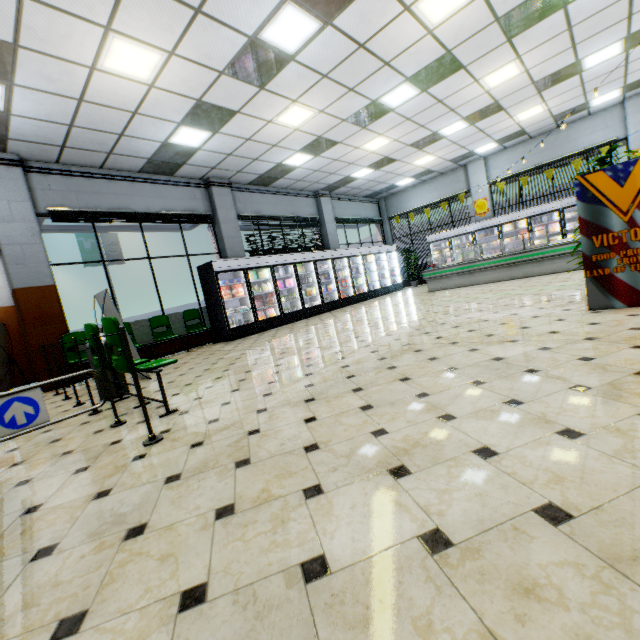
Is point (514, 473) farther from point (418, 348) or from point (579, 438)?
point (418, 348)

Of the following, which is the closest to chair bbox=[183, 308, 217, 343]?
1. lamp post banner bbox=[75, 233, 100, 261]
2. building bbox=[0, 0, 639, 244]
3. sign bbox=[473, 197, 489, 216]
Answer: building bbox=[0, 0, 639, 244]

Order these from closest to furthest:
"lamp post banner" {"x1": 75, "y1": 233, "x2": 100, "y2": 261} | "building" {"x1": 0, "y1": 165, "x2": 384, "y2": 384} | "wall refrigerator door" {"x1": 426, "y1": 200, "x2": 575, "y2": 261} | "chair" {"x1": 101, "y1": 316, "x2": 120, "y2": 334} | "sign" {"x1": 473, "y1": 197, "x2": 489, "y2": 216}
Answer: "chair" {"x1": 101, "y1": 316, "x2": 120, "y2": 334}, "building" {"x1": 0, "y1": 165, "x2": 384, "y2": 384}, "wall refrigerator door" {"x1": 426, "y1": 200, "x2": 575, "y2": 261}, "sign" {"x1": 473, "y1": 197, "x2": 489, "y2": 216}, "lamp post banner" {"x1": 75, "y1": 233, "x2": 100, "y2": 261}

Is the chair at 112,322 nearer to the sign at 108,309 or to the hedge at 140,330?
the sign at 108,309

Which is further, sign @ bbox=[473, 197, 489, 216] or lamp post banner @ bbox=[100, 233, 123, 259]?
lamp post banner @ bbox=[100, 233, 123, 259]

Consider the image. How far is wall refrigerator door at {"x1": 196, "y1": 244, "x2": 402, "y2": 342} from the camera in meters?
9.1

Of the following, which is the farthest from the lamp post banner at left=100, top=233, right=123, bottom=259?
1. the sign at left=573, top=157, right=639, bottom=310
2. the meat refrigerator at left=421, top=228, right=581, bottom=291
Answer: the sign at left=573, top=157, right=639, bottom=310

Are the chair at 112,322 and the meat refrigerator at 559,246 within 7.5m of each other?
no
